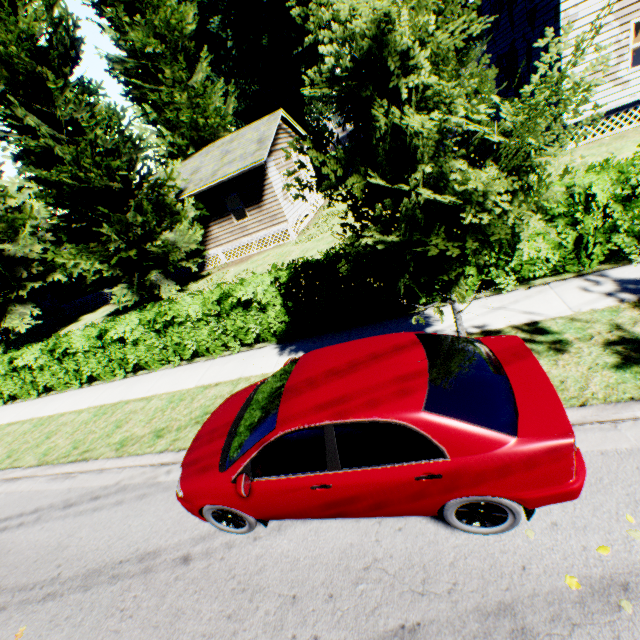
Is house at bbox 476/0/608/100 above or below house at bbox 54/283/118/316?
above

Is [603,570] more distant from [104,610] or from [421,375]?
[104,610]

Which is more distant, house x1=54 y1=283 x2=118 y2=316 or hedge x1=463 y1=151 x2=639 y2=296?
house x1=54 y1=283 x2=118 y2=316

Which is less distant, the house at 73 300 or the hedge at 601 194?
the hedge at 601 194

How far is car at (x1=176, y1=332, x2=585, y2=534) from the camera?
2.82m

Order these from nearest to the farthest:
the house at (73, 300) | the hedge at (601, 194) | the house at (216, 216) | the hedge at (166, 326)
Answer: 1. the hedge at (601, 194)
2. the hedge at (166, 326)
3. the house at (216, 216)
4. the house at (73, 300)

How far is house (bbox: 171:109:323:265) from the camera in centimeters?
Result: 1727cm
